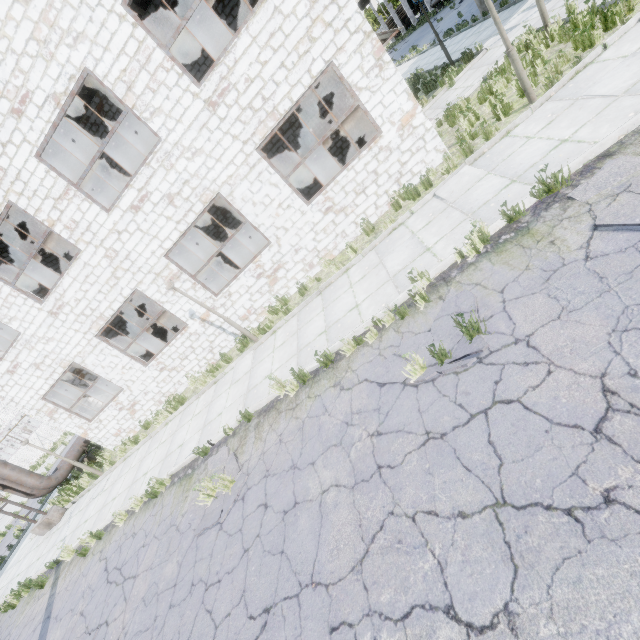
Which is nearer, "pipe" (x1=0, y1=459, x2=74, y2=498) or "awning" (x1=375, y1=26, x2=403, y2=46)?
"awning" (x1=375, y1=26, x2=403, y2=46)

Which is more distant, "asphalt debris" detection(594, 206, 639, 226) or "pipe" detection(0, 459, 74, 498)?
"pipe" detection(0, 459, 74, 498)

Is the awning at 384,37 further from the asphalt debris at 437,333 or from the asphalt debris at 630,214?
the asphalt debris at 437,333

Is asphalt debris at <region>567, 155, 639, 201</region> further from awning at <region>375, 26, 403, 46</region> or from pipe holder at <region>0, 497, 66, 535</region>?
pipe holder at <region>0, 497, 66, 535</region>

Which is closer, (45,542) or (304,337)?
(304,337)

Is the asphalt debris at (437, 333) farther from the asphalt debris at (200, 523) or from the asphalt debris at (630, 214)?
the asphalt debris at (200, 523)

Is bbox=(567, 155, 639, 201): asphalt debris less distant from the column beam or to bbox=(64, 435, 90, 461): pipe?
bbox=(64, 435, 90, 461): pipe

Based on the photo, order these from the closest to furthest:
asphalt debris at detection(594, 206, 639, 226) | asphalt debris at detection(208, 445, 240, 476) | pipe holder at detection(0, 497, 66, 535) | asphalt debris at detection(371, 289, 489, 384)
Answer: asphalt debris at detection(594, 206, 639, 226) < asphalt debris at detection(371, 289, 489, 384) < asphalt debris at detection(208, 445, 240, 476) < pipe holder at detection(0, 497, 66, 535)
